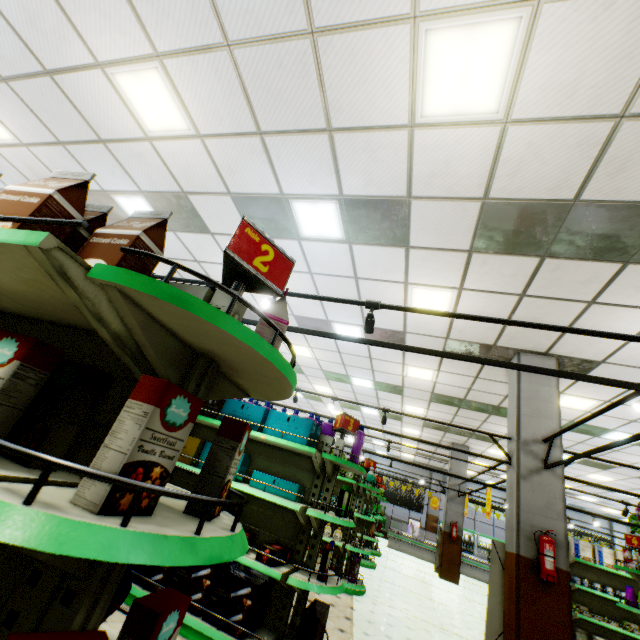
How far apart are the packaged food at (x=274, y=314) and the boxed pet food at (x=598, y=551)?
11.7m

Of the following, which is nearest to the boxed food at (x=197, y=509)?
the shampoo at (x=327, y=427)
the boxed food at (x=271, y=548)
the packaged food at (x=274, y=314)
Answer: the packaged food at (x=274, y=314)

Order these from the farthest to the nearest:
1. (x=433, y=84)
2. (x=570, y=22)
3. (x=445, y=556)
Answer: (x=445, y=556), (x=433, y=84), (x=570, y=22)

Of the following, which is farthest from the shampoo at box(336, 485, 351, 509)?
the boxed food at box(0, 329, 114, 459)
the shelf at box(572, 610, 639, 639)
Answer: the shelf at box(572, 610, 639, 639)

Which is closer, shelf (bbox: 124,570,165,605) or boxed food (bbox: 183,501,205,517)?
boxed food (bbox: 183,501,205,517)

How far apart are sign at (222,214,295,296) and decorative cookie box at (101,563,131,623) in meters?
1.2

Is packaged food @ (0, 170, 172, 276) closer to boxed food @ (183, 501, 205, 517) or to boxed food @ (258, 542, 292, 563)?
boxed food @ (183, 501, 205, 517)

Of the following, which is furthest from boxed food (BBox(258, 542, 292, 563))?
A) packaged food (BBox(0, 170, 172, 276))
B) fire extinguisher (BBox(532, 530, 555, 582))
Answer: fire extinguisher (BBox(532, 530, 555, 582))
